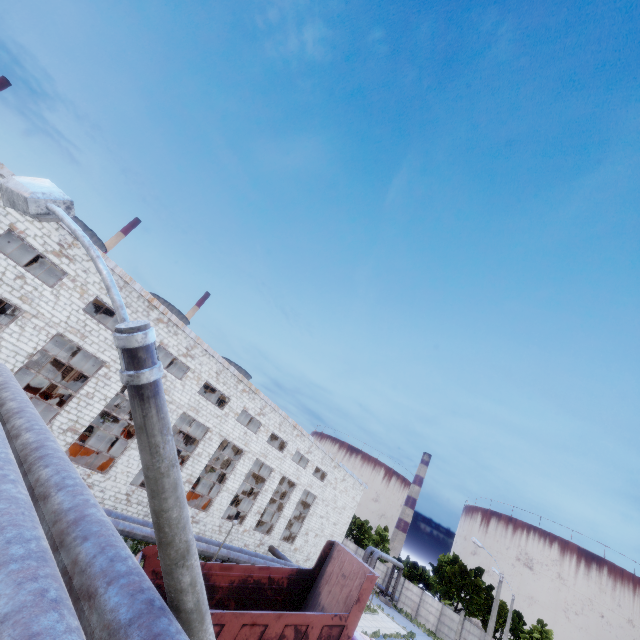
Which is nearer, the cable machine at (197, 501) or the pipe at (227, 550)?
the pipe at (227, 550)

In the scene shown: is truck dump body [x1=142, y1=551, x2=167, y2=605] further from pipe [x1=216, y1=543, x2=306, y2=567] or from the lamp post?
the lamp post

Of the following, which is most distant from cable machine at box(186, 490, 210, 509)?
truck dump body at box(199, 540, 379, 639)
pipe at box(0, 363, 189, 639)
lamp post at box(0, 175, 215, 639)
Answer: lamp post at box(0, 175, 215, 639)

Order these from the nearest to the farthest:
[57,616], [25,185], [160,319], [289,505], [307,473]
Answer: [57,616], [25,185], [160,319], [289,505], [307,473]

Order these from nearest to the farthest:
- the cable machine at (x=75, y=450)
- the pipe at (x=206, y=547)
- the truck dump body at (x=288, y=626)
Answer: the truck dump body at (x=288, y=626)
the pipe at (x=206, y=547)
the cable machine at (x=75, y=450)

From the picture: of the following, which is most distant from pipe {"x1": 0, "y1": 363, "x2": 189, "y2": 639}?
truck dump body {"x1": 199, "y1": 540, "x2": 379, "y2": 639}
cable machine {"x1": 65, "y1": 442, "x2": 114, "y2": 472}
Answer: truck dump body {"x1": 199, "y1": 540, "x2": 379, "y2": 639}

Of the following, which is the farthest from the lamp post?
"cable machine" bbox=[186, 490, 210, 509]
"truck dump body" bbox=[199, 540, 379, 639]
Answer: "cable machine" bbox=[186, 490, 210, 509]
